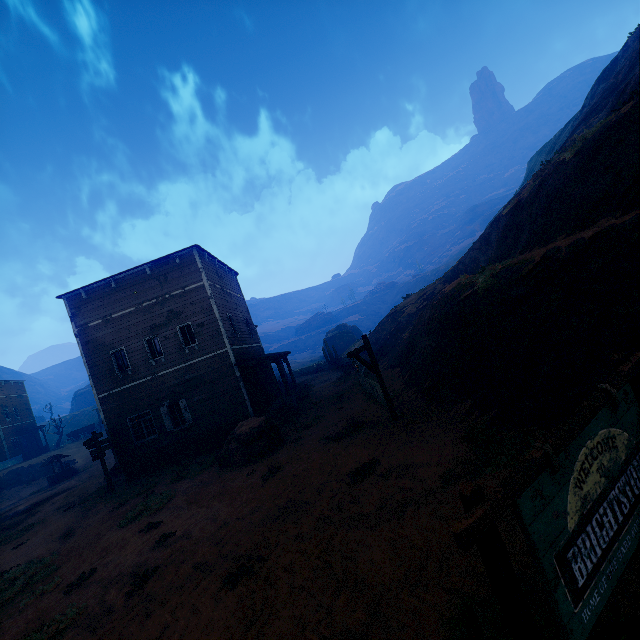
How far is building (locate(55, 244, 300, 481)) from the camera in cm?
1770

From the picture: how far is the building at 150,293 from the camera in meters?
17.7

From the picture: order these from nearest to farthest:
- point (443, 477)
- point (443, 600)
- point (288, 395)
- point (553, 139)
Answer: point (443, 600) → point (443, 477) → point (288, 395) → point (553, 139)

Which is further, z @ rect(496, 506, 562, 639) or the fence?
the fence

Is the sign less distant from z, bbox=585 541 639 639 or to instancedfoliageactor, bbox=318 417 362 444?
z, bbox=585 541 639 639

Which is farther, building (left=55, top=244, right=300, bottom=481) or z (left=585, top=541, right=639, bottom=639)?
building (left=55, top=244, right=300, bottom=481)

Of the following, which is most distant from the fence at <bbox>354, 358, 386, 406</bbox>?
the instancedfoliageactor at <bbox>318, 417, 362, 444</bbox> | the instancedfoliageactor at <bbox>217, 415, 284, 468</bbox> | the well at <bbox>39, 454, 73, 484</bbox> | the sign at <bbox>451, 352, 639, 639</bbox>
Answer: the well at <bbox>39, 454, 73, 484</bbox>

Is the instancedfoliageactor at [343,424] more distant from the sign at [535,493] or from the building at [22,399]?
the sign at [535,493]
